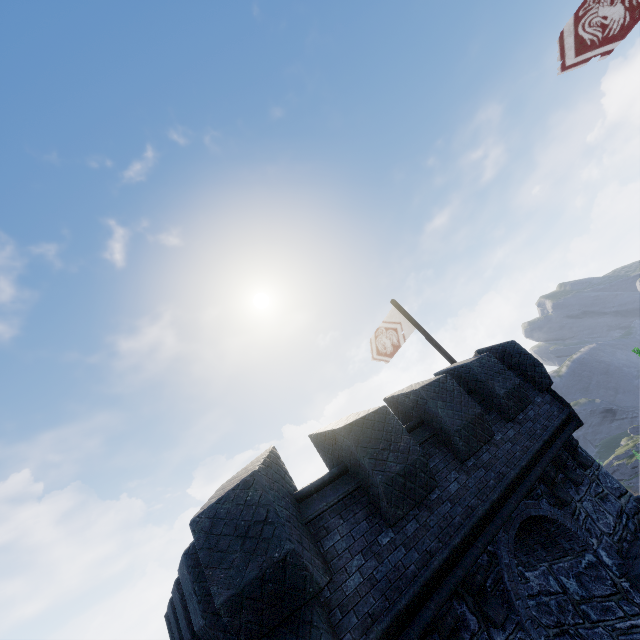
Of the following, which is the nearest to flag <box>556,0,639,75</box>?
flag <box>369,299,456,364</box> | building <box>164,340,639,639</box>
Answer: building <box>164,340,639,639</box>

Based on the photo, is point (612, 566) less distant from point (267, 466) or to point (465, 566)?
point (465, 566)

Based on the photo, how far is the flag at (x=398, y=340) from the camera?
12.6 meters

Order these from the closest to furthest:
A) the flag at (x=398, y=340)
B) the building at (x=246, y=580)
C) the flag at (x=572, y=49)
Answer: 1. the building at (x=246, y=580)
2. the flag at (x=572, y=49)
3. the flag at (x=398, y=340)

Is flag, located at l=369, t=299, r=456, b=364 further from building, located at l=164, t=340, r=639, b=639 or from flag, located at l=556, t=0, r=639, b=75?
flag, located at l=556, t=0, r=639, b=75

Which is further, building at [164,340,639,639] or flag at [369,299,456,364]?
flag at [369,299,456,364]

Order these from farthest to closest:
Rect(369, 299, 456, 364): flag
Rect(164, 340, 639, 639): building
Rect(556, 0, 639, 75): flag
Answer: Rect(369, 299, 456, 364): flag, Rect(556, 0, 639, 75): flag, Rect(164, 340, 639, 639): building
